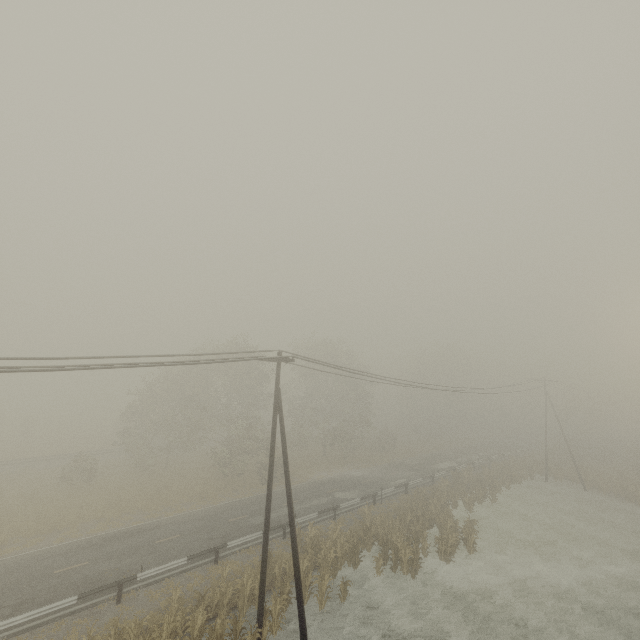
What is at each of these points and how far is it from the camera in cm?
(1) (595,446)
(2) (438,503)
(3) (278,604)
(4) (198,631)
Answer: (1) tree, 5184
(2) tree, 2659
(3) tree, 1431
(4) tree, 1335

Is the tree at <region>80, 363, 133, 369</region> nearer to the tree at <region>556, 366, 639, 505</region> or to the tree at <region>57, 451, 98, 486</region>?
the tree at <region>57, 451, 98, 486</region>

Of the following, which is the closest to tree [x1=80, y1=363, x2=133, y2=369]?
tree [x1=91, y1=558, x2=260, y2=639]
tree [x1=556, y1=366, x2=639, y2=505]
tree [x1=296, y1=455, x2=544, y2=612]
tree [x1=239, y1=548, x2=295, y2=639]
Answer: tree [x1=91, y1=558, x2=260, y2=639]

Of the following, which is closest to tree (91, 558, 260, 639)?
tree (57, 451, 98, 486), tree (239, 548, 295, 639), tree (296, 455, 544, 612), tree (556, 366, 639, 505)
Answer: tree (239, 548, 295, 639)

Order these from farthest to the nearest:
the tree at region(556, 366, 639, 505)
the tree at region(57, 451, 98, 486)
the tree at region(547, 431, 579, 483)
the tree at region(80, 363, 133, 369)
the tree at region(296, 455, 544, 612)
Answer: the tree at region(547, 431, 579, 483)
the tree at region(556, 366, 639, 505)
the tree at region(57, 451, 98, 486)
the tree at region(296, 455, 544, 612)
the tree at region(80, 363, 133, 369)

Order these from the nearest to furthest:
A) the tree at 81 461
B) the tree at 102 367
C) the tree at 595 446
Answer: the tree at 102 367, the tree at 81 461, the tree at 595 446

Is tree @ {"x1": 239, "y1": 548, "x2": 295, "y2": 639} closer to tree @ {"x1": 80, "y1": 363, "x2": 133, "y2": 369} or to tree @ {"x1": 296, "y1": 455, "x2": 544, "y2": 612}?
tree @ {"x1": 296, "y1": 455, "x2": 544, "y2": 612}

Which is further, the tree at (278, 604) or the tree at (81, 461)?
the tree at (81, 461)
